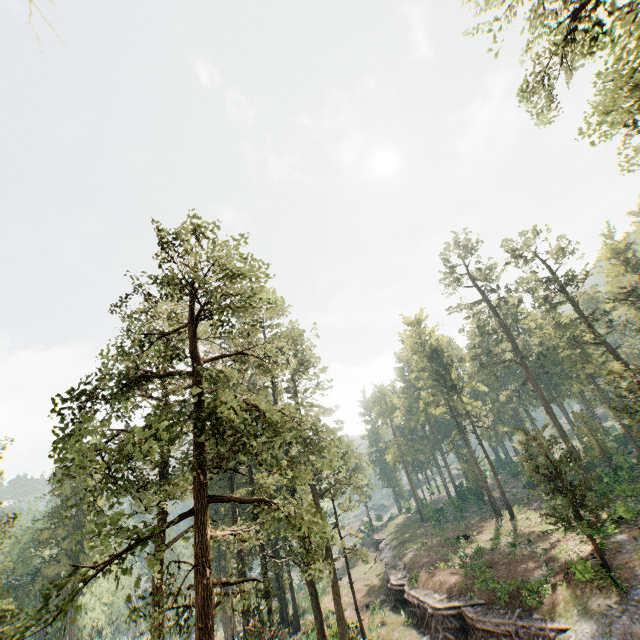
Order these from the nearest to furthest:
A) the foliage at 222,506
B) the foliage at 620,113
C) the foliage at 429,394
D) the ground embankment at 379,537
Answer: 1. the foliage at 222,506
2. the foliage at 620,113
3. the foliage at 429,394
4. the ground embankment at 379,537

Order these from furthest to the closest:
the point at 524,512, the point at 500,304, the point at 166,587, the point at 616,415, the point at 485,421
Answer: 1. the point at 485,421
2. the point at 500,304
3. the point at 616,415
4. the point at 524,512
5. the point at 166,587

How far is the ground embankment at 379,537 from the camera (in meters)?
52.16

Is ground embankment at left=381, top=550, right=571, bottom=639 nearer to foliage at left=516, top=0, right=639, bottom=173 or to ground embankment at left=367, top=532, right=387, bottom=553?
foliage at left=516, top=0, right=639, bottom=173

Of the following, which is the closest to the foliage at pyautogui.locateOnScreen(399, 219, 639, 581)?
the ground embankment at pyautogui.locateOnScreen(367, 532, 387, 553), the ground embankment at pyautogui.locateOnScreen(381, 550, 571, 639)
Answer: the ground embankment at pyautogui.locateOnScreen(381, 550, 571, 639)

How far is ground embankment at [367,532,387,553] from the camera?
52.16m

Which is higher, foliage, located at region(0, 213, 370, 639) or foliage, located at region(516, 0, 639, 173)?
foliage, located at region(516, 0, 639, 173)

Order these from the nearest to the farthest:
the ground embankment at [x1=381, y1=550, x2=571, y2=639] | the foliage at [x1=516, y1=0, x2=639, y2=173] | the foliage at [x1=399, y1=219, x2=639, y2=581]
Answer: the foliage at [x1=516, y1=0, x2=639, y2=173] < the ground embankment at [x1=381, y1=550, x2=571, y2=639] < the foliage at [x1=399, y1=219, x2=639, y2=581]
